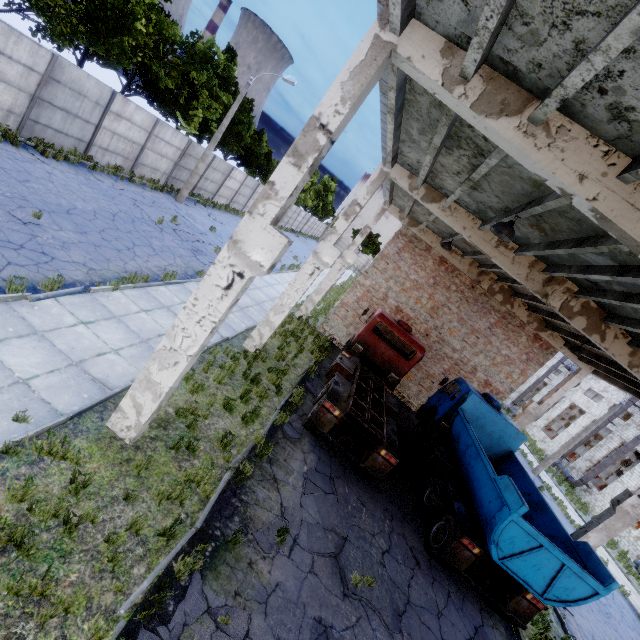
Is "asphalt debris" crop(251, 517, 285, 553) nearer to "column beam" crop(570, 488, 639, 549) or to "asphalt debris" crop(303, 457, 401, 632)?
"asphalt debris" crop(303, 457, 401, 632)

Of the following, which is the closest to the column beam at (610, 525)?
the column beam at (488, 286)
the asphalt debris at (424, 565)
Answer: the asphalt debris at (424, 565)

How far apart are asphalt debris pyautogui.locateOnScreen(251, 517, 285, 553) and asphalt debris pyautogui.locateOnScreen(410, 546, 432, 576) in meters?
3.9 m

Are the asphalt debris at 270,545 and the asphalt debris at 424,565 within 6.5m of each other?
yes

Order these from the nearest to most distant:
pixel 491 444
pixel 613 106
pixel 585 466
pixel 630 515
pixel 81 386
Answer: pixel 613 106, pixel 81 386, pixel 630 515, pixel 491 444, pixel 585 466

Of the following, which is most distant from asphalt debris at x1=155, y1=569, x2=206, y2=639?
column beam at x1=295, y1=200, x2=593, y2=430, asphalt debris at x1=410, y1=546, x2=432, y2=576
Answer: column beam at x1=295, y1=200, x2=593, y2=430

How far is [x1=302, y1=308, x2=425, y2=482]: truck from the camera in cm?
933
